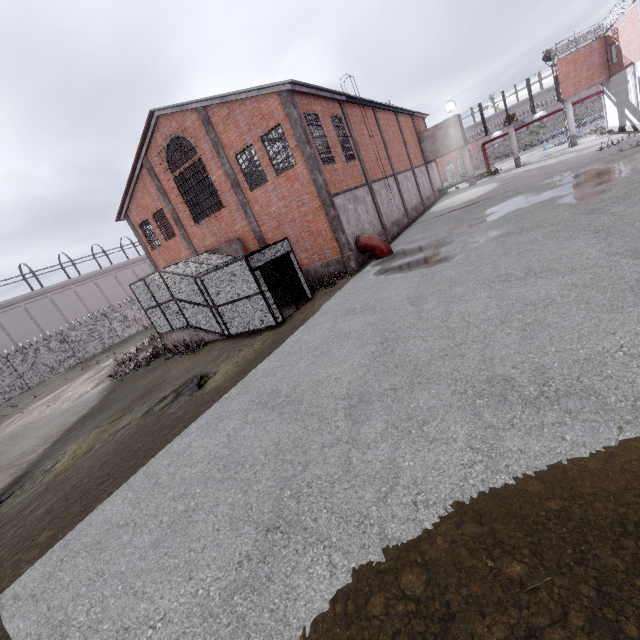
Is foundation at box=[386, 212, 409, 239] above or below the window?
below

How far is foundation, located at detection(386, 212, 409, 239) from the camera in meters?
22.3

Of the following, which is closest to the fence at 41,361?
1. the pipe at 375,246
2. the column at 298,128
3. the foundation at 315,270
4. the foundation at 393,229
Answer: the foundation at 393,229

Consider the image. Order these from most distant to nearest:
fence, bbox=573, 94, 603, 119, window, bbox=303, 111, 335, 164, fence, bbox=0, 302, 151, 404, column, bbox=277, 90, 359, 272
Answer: fence, bbox=573, 94, 603, 119
fence, bbox=0, 302, 151, 404
window, bbox=303, 111, 335, 164
column, bbox=277, 90, 359, 272

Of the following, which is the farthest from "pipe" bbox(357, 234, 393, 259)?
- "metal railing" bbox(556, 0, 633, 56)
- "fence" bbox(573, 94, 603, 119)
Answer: "fence" bbox(573, 94, 603, 119)

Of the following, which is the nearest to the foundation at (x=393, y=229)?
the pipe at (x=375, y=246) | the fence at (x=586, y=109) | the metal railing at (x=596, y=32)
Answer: the pipe at (x=375, y=246)

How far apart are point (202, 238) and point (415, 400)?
19.9 meters

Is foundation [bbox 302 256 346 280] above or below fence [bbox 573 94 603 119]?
below
